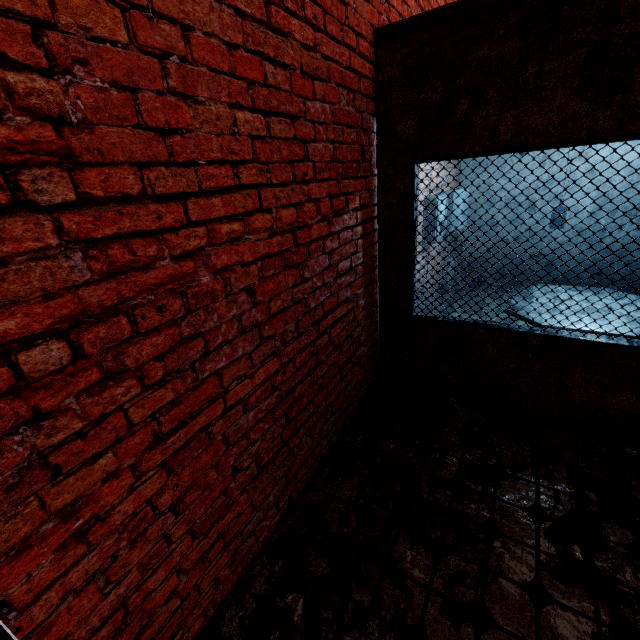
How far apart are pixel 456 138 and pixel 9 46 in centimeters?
247cm
